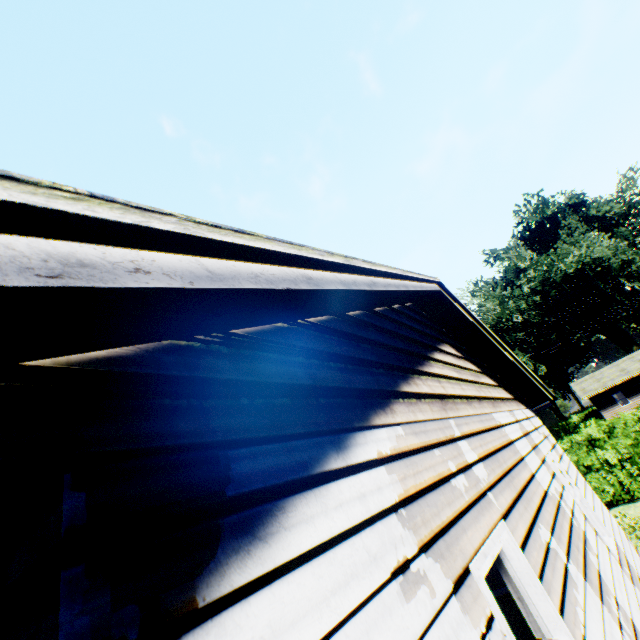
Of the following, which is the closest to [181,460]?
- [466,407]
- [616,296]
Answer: [466,407]

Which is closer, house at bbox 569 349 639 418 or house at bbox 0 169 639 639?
house at bbox 0 169 639 639

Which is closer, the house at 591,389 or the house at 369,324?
the house at 369,324
